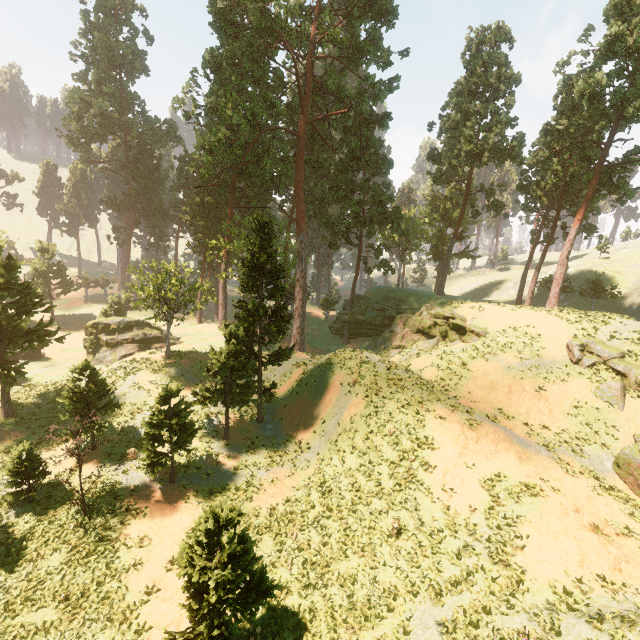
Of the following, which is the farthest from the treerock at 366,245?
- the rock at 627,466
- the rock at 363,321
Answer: the rock at 627,466

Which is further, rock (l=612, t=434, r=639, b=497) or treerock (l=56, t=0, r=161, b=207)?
treerock (l=56, t=0, r=161, b=207)

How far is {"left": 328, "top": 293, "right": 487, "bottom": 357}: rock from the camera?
29.89m

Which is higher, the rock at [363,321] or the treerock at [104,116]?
the treerock at [104,116]

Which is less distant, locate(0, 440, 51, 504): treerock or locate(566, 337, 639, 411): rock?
locate(0, 440, 51, 504): treerock

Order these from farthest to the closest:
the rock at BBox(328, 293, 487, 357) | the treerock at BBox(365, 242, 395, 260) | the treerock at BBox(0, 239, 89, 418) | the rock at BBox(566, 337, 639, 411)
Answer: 1. the treerock at BBox(365, 242, 395, 260)
2. the rock at BBox(328, 293, 487, 357)
3. the treerock at BBox(0, 239, 89, 418)
4. the rock at BBox(566, 337, 639, 411)

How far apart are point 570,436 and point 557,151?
30.1m

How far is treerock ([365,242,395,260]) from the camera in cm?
4338
